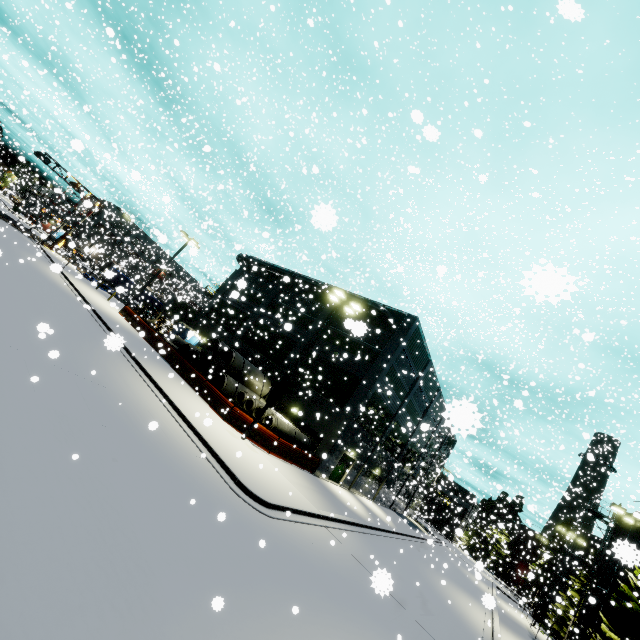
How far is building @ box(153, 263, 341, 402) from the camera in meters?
29.9

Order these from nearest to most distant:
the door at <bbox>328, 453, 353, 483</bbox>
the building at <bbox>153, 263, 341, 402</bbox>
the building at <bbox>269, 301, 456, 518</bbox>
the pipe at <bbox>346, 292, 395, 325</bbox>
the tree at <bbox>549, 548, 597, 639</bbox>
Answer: the building at <bbox>269, 301, 456, 518</bbox> → the door at <bbox>328, 453, 353, 483</bbox> → the pipe at <bbox>346, 292, 395, 325</bbox> → the building at <bbox>153, 263, 341, 402</bbox> → the tree at <bbox>549, 548, 597, 639</bbox>

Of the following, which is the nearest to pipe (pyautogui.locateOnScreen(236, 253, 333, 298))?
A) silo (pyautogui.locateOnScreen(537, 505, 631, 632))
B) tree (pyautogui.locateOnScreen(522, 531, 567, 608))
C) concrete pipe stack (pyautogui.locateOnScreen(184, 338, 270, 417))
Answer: silo (pyautogui.locateOnScreen(537, 505, 631, 632))

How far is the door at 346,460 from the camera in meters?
26.7 m

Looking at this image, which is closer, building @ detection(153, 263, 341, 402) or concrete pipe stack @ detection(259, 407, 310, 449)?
concrete pipe stack @ detection(259, 407, 310, 449)

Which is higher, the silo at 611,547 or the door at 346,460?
the silo at 611,547

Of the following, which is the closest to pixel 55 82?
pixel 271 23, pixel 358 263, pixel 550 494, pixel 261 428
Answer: pixel 271 23
